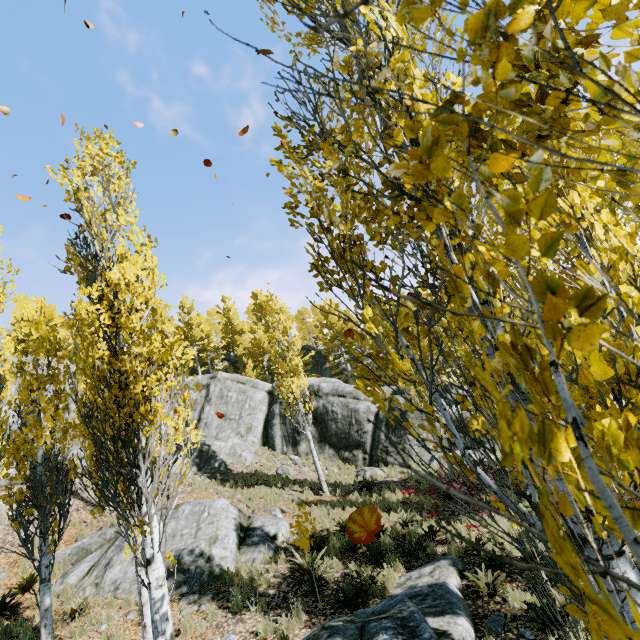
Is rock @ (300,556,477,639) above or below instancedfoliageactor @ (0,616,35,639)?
below

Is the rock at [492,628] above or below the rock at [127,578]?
below

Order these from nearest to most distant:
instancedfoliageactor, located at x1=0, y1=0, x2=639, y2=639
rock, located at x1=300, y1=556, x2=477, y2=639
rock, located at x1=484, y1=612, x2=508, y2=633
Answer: instancedfoliageactor, located at x1=0, y1=0, x2=639, y2=639
rock, located at x1=300, y1=556, x2=477, y2=639
rock, located at x1=484, y1=612, x2=508, y2=633

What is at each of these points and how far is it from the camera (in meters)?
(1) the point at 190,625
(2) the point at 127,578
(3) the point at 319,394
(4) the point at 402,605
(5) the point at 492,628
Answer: (1) instancedfoliageactor, 7.25
(2) rock, 9.60
(3) rock, 22.69
(4) rock, 6.00
(5) rock, 6.18

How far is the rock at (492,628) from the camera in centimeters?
615cm

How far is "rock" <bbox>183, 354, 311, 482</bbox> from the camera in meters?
19.6

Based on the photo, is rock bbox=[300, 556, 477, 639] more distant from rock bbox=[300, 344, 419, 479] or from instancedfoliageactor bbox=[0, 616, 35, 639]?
rock bbox=[300, 344, 419, 479]
